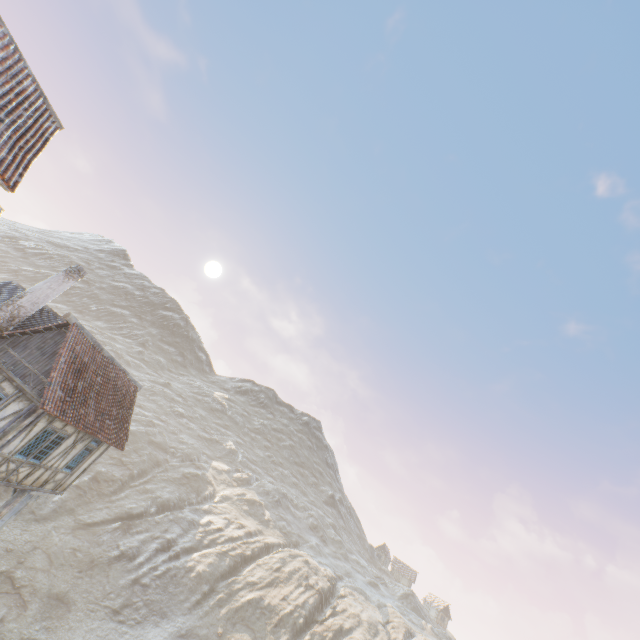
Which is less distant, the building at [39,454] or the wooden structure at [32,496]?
the building at [39,454]

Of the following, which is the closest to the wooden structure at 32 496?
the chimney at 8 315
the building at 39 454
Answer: the building at 39 454

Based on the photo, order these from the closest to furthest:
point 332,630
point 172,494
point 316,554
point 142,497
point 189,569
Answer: Result:
point 189,569
point 332,630
point 142,497
point 172,494
point 316,554

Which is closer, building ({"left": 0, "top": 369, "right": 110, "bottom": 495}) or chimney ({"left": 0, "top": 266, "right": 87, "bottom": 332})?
building ({"left": 0, "top": 369, "right": 110, "bottom": 495})

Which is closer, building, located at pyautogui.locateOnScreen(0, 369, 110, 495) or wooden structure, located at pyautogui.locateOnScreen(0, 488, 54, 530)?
building, located at pyautogui.locateOnScreen(0, 369, 110, 495)

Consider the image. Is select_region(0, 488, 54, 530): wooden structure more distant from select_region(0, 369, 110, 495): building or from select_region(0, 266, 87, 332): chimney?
select_region(0, 266, 87, 332): chimney

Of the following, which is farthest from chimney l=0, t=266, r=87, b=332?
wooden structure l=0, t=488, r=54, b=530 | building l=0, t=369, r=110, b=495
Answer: wooden structure l=0, t=488, r=54, b=530
